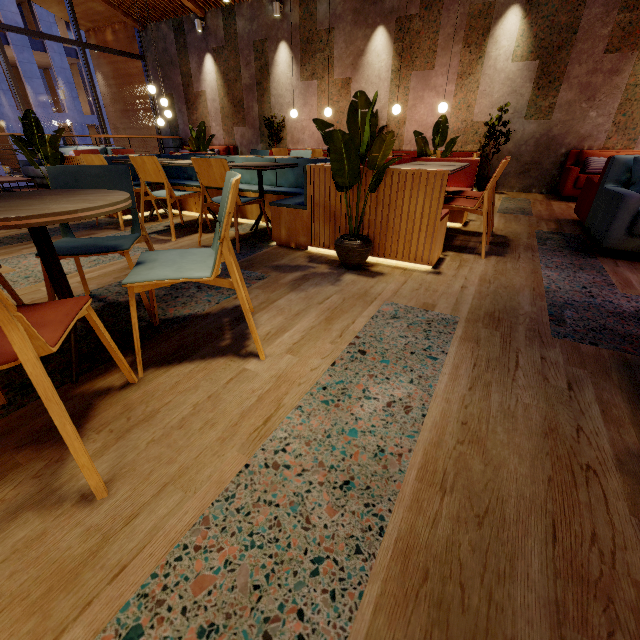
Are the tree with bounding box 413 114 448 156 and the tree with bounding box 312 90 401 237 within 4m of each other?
yes

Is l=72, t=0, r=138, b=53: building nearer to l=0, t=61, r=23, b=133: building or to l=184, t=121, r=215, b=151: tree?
l=184, t=121, r=215, b=151: tree

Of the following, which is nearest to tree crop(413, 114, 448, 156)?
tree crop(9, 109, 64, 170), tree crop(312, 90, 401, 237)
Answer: tree crop(312, 90, 401, 237)

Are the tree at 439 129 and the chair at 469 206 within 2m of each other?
yes

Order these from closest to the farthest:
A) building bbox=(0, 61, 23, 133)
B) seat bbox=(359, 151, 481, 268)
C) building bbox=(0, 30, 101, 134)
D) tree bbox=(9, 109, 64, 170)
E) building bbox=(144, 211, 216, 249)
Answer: seat bbox=(359, 151, 481, 268) → building bbox=(144, 211, 216, 249) → tree bbox=(9, 109, 64, 170) → building bbox=(0, 61, 23, 133) → building bbox=(0, 30, 101, 134)

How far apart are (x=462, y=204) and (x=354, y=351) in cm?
220

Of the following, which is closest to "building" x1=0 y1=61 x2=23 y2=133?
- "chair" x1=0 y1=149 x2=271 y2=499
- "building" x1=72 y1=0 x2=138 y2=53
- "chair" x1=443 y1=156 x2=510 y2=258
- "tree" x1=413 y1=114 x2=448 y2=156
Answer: "building" x1=72 y1=0 x2=138 y2=53

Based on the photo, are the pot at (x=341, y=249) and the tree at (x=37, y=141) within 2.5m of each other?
no
